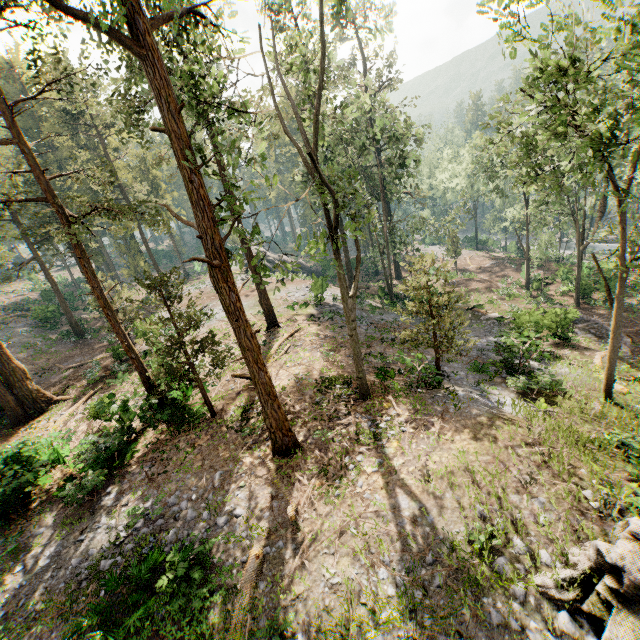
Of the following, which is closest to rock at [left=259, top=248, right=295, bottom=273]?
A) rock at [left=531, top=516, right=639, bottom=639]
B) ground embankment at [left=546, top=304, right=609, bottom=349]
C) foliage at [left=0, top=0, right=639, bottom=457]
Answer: foliage at [left=0, top=0, right=639, bottom=457]

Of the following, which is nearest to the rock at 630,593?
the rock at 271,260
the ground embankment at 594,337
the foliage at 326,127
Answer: the foliage at 326,127

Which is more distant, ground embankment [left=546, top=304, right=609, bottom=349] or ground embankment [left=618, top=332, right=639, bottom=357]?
ground embankment [left=546, top=304, right=609, bottom=349]

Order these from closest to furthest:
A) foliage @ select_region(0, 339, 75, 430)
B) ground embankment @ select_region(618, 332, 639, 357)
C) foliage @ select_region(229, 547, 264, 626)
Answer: foliage @ select_region(229, 547, 264, 626) → foliage @ select_region(0, 339, 75, 430) → ground embankment @ select_region(618, 332, 639, 357)

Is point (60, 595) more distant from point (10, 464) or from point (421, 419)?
point (421, 419)

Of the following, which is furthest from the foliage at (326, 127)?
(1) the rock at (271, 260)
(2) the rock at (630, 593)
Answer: (1) the rock at (271, 260)

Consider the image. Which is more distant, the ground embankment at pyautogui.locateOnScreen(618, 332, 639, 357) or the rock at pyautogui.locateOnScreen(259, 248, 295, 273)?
the rock at pyautogui.locateOnScreen(259, 248, 295, 273)

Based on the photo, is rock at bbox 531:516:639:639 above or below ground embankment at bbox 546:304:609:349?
above
